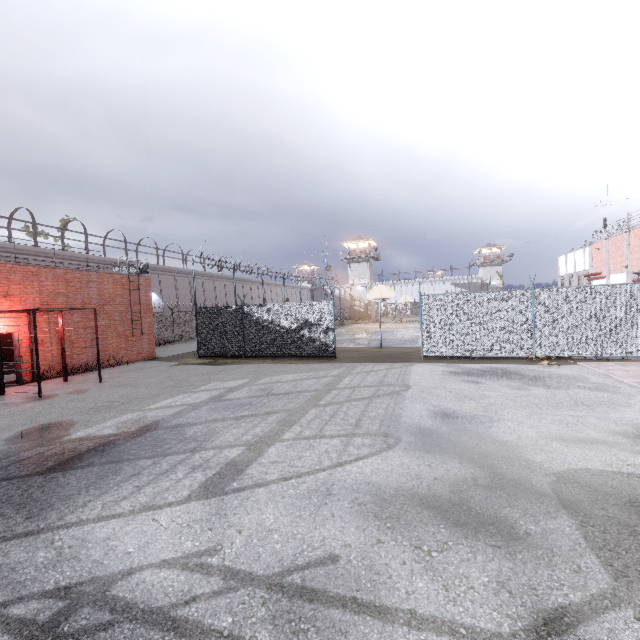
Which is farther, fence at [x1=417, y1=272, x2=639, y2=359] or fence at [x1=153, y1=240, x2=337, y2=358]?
fence at [x1=153, y1=240, x2=337, y2=358]

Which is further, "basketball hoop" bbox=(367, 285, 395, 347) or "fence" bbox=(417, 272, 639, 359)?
"basketball hoop" bbox=(367, 285, 395, 347)

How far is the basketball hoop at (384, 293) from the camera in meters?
19.1

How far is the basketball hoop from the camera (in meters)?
19.14

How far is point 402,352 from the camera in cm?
1677

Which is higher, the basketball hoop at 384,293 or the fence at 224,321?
the basketball hoop at 384,293

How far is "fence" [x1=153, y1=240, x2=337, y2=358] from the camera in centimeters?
1571cm
